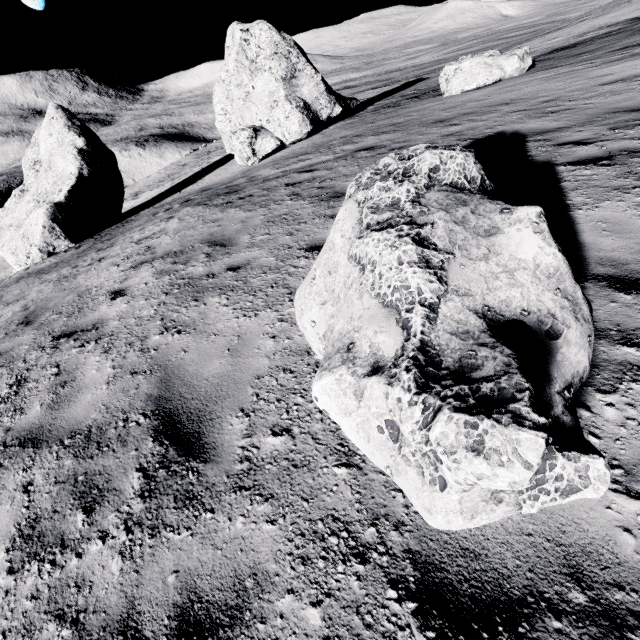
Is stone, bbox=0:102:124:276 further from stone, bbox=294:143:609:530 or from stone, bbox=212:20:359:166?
stone, bbox=294:143:609:530

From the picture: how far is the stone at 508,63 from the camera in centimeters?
1239cm

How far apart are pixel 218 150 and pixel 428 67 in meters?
46.9 m

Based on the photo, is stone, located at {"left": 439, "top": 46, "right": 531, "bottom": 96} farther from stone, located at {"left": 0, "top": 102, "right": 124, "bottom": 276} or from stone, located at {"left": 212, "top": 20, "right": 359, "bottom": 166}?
stone, located at {"left": 0, "top": 102, "right": 124, "bottom": 276}

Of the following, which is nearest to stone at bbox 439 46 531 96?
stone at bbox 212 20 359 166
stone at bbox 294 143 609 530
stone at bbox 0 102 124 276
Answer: stone at bbox 212 20 359 166

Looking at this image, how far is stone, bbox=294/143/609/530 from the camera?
Result: 1.4m

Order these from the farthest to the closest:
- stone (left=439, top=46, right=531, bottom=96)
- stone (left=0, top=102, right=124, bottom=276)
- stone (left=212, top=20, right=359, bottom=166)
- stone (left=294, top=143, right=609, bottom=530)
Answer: stone (left=212, top=20, right=359, bottom=166), stone (left=0, top=102, right=124, bottom=276), stone (left=439, top=46, right=531, bottom=96), stone (left=294, top=143, right=609, bottom=530)

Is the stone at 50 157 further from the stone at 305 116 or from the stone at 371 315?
the stone at 371 315
